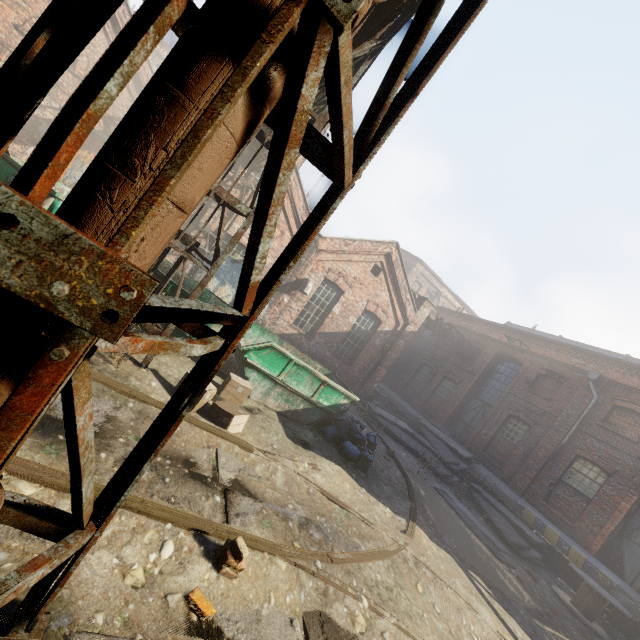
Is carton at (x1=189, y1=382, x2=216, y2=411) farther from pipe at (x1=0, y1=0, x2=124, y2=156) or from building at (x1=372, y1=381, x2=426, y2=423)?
building at (x1=372, y1=381, x2=426, y2=423)

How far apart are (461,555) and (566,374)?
12.5m

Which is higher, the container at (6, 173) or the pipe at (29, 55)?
Answer: the pipe at (29, 55)

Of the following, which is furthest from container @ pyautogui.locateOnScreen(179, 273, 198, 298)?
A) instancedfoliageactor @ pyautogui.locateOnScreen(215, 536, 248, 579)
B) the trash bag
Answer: instancedfoliageactor @ pyautogui.locateOnScreen(215, 536, 248, 579)

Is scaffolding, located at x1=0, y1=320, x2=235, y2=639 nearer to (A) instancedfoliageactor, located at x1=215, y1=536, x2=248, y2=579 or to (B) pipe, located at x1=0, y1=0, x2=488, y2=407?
(B) pipe, located at x1=0, y1=0, x2=488, y2=407

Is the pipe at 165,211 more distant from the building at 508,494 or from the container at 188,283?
the building at 508,494

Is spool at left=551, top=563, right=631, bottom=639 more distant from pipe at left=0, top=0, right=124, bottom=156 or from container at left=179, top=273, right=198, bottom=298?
pipe at left=0, top=0, right=124, bottom=156

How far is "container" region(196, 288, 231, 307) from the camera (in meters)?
8.03
